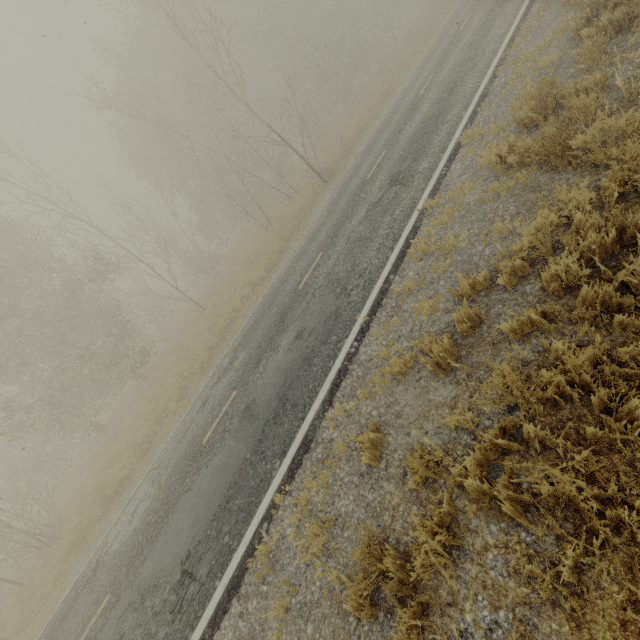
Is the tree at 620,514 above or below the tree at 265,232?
below

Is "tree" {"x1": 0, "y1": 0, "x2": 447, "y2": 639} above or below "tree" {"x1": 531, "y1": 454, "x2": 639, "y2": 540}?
above

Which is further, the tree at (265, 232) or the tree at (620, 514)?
the tree at (265, 232)

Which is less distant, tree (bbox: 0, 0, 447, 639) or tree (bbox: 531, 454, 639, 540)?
tree (bbox: 531, 454, 639, 540)

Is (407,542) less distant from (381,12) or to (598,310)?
(598,310)
